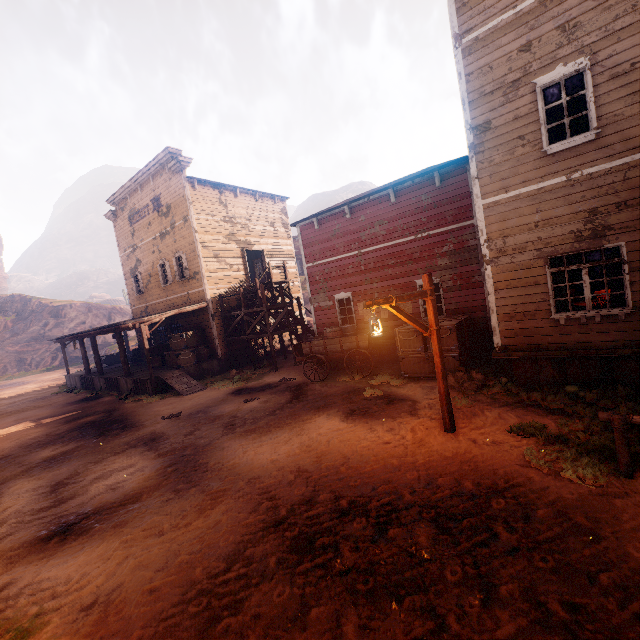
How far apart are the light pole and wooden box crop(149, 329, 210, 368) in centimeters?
1310cm

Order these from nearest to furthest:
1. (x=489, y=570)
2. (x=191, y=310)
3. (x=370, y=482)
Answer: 1. (x=489, y=570)
2. (x=370, y=482)
3. (x=191, y=310)

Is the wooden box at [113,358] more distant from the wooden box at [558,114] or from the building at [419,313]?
the wooden box at [558,114]

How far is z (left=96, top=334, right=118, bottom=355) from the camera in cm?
3873

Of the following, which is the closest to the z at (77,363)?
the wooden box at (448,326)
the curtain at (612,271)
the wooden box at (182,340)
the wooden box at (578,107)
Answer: the wooden box at (448,326)

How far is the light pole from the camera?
6.15m

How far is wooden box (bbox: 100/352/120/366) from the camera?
24.53m

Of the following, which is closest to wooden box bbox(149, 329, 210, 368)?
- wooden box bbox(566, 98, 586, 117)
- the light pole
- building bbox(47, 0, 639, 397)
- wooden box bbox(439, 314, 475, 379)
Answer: building bbox(47, 0, 639, 397)
